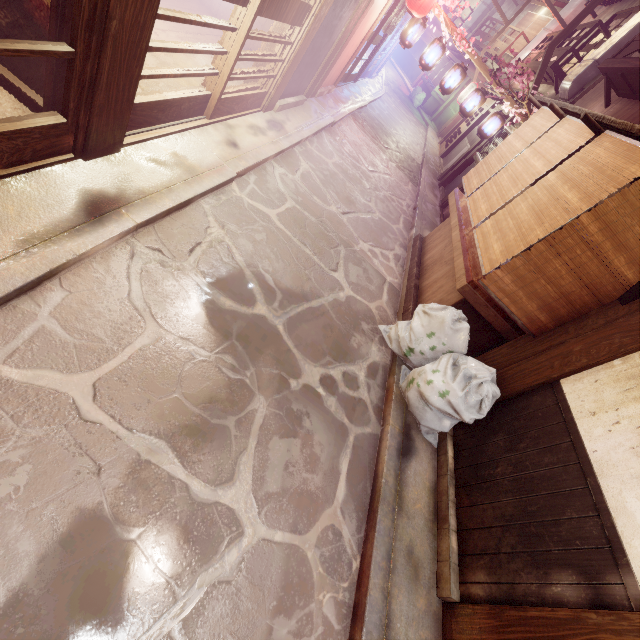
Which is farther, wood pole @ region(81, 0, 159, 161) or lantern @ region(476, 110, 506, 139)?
lantern @ region(476, 110, 506, 139)

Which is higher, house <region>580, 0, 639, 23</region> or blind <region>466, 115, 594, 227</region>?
house <region>580, 0, 639, 23</region>

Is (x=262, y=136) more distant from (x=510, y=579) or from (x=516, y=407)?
(x=510, y=579)

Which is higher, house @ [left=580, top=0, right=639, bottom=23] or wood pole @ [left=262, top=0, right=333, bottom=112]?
house @ [left=580, top=0, right=639, bottom=23]

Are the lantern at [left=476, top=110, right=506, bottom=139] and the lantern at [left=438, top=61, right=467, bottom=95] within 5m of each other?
yes

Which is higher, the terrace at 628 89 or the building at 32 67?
the terrace at 628 89

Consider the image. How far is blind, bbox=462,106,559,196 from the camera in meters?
9.3 m

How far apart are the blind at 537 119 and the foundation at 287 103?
7.0 meters
